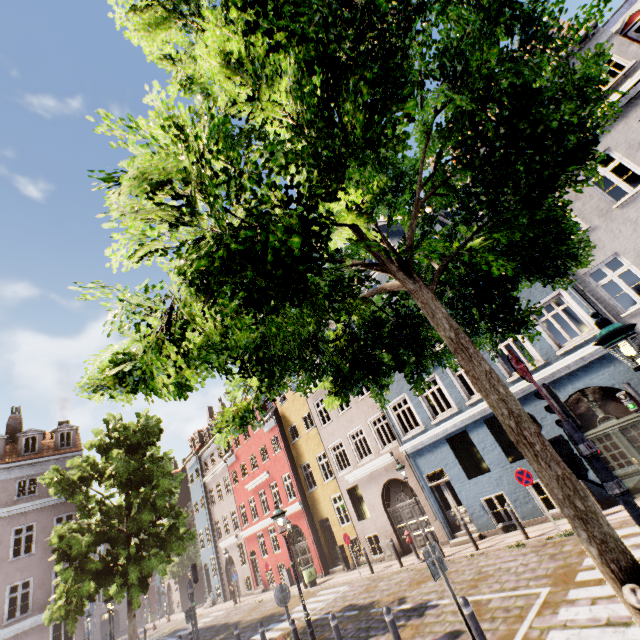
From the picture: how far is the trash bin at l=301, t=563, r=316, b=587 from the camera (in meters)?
18.58

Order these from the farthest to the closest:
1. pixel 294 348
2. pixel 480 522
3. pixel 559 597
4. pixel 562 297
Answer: pixel 480 522, pixel 562 297, pixel 559 597, pixel 294 348

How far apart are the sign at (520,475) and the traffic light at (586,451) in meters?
7.4 m

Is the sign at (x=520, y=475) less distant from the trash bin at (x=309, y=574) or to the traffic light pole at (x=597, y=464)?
the traffic light pole at (x=597, y=464)

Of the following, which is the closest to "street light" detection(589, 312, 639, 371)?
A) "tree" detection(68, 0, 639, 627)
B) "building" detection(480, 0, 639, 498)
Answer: "tree" detection(68, 0, 639, 627)

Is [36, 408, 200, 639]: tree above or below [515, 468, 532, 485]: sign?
above

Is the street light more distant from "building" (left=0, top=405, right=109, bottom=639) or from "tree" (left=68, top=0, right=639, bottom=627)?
"building" (left=0, top=405, right=109, bottom=639)

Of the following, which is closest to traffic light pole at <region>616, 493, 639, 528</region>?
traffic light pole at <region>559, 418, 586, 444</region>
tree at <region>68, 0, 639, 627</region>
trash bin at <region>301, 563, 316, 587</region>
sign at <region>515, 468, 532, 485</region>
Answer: traffic light pole at <region>559, 418, 586, 444</region>
